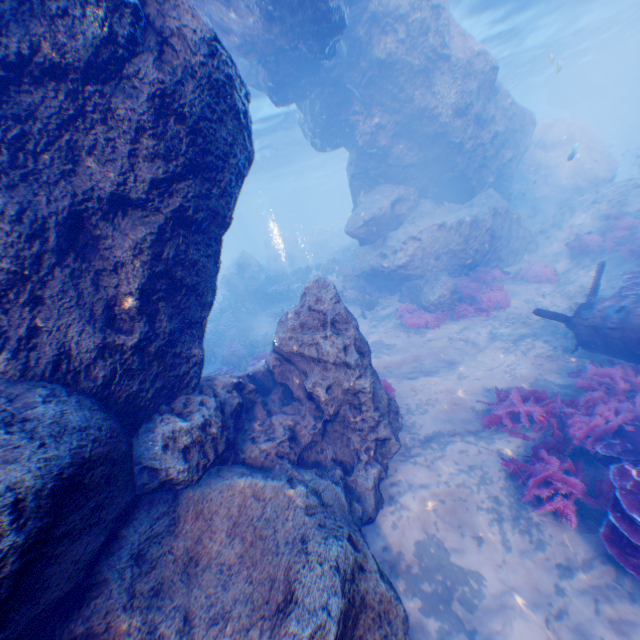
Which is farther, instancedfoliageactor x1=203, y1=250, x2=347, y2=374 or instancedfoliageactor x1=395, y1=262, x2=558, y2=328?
instancedfoliageactor x1=203, y1=250, x2=347, y2=374

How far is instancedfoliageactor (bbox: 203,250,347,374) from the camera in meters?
14.6 m

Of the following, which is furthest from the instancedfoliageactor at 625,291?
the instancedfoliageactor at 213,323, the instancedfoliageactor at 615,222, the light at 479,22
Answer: the instancedfoliageactor at 213,323

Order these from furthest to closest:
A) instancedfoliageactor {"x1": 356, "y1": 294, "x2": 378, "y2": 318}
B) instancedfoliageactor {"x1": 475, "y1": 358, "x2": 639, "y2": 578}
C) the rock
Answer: instancedfoliageactor {"x1": 356, "y1": 294, "x2": 378, "y2": 318}
instancedfoliageactor {"x1": 475, "y1": 358, "x2": 639, "y2": 578}
the rock

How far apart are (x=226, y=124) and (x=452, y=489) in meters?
7.5 m

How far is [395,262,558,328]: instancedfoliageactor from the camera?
12.4m

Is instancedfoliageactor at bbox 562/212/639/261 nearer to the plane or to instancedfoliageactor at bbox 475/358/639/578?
the plane

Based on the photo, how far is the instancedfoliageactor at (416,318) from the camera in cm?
1238
